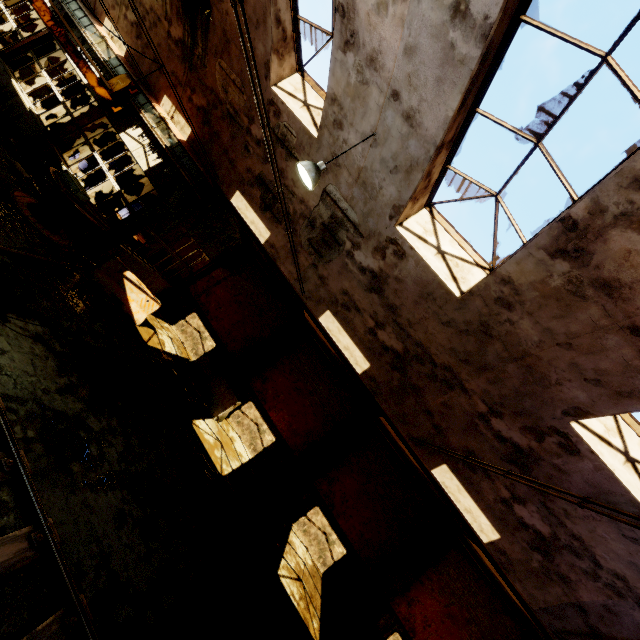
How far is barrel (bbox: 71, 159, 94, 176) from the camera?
14.9m

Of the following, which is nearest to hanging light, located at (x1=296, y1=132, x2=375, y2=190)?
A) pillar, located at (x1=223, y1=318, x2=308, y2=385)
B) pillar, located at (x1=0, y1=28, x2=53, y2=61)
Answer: pillar, located at (x1=223, y1=318, x2=308, y2=385)

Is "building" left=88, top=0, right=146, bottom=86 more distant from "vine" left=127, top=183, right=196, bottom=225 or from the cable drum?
the cable drum

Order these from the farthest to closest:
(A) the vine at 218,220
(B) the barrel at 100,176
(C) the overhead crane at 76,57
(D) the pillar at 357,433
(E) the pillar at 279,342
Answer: (B) the barrel at 100,176 < (E) the pillar at 279,342 < (D) the pillar at 357,433 < (A) the vine at 218,220 < (C) the overhead crane at 76,57

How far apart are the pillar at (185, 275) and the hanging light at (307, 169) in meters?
10.2 m

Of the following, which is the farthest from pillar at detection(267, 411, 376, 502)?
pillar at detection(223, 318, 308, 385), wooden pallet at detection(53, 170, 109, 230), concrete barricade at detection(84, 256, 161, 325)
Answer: wooden pallet at detection(53, 170, 109, 230)

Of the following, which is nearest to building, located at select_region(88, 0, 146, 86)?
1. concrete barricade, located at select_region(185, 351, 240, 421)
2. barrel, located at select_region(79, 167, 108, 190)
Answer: barrel, located at select_region(79, 167, 108, 190)

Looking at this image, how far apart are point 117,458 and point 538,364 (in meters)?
7.96
